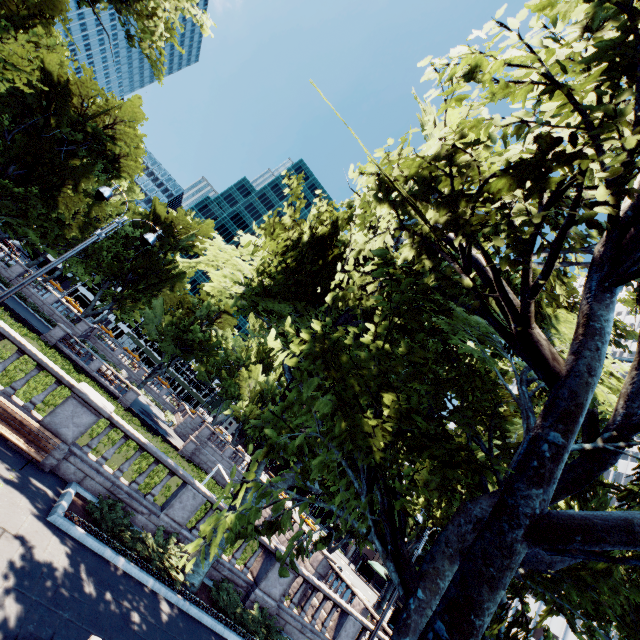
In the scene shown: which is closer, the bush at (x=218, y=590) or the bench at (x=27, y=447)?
the bench at (x=27, y=447)

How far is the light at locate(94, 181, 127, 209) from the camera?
10.2 meters

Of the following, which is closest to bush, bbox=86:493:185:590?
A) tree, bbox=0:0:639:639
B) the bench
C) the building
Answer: tree, bbox=0:0:639:639

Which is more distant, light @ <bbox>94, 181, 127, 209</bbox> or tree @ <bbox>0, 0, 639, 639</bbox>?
light @ <bbox>94, 181, 127, 209</bbox>

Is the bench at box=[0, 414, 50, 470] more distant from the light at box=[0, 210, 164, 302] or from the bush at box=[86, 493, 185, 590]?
the bush at box=[86, 493, 185, 590]

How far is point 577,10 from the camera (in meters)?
4.96

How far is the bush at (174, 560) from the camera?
9.30m

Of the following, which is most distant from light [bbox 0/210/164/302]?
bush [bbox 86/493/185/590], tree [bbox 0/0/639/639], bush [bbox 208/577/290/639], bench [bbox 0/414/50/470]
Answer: bush [bbox 208/577/290/639]
